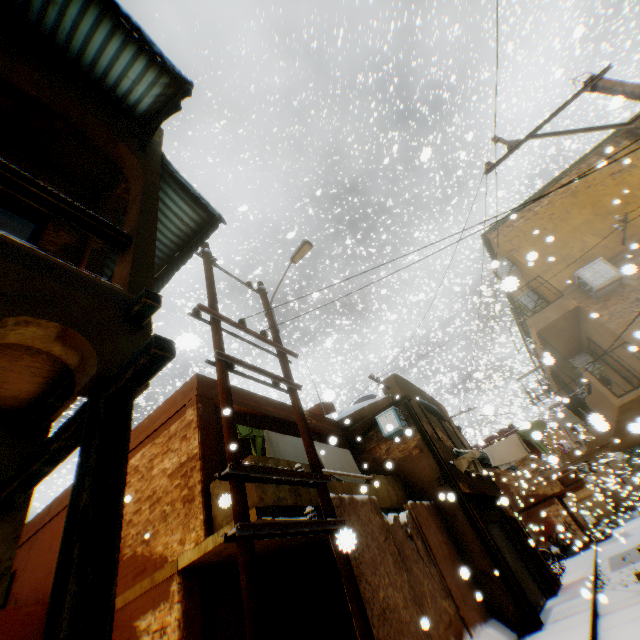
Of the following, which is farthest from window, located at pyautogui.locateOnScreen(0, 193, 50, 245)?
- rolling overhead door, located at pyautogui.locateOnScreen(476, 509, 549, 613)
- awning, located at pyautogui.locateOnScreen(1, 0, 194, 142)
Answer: rolling overhead door, located at pyautogui.locateOnScreen(476, 509, 549, 613)

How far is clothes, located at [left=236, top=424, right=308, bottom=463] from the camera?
7.8 meters

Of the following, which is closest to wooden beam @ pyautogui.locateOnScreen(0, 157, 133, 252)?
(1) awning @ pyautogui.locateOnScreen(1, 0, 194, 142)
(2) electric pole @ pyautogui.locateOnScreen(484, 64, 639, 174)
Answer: (2) electric pole @ pyautogui.locateOnScreen(484, 64, 639, 174)

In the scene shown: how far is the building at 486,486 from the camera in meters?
11.0 m

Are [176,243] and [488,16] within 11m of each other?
no

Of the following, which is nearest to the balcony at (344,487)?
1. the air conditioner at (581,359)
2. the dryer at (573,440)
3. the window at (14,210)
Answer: the window at (14,210)

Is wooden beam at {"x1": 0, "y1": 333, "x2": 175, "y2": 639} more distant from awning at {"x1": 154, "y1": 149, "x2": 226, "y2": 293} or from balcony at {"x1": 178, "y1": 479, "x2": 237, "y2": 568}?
awning at {"x1": 154, "y1": 149, "x2": 226, "y2": 293}

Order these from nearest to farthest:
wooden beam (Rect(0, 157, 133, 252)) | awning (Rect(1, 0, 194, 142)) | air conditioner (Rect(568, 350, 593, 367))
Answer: wooden beam (Rect(0, 157, 133, 252)) → awning (Rect(1, 0, 194, 142)) → air conditioner (Rect(568, 350, 593, 367))
